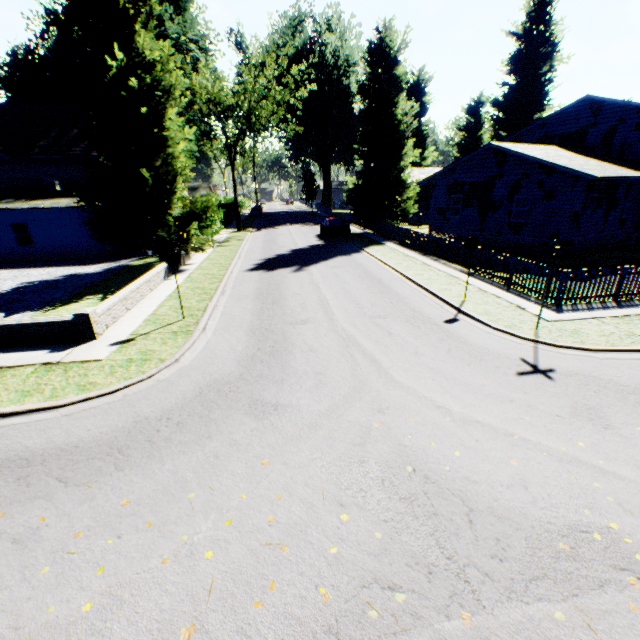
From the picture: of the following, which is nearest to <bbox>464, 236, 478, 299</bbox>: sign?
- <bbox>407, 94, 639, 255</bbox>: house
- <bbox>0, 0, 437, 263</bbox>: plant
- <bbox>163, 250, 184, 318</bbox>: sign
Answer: <bbox>163, 250, 184, 318</bbox>: sign

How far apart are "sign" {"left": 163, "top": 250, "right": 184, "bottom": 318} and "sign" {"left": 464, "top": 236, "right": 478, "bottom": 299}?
9.7 meters

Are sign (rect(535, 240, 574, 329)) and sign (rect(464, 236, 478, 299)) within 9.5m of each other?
yes

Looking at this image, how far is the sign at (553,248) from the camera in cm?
841

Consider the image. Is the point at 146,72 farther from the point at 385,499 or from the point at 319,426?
the point at 385,499

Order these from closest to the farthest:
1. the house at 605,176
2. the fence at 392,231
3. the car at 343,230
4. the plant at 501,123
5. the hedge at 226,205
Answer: the fence at 392,231
the house at 605,176
the car at 343,230
the hedge at 226,205
the plant at 501,123

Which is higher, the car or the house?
the house

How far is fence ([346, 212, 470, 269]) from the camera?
17.38m
